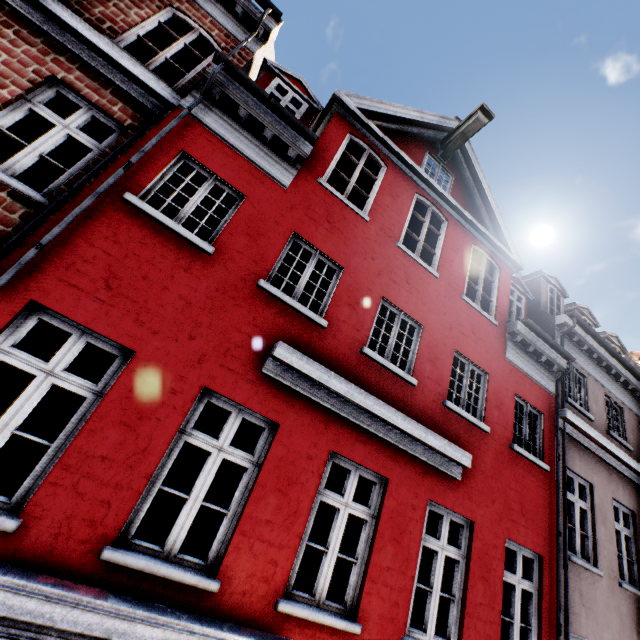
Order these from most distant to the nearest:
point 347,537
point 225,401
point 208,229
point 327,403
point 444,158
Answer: point 208,229, point 347,537, point 444,158, point 327,403, point 225,401
